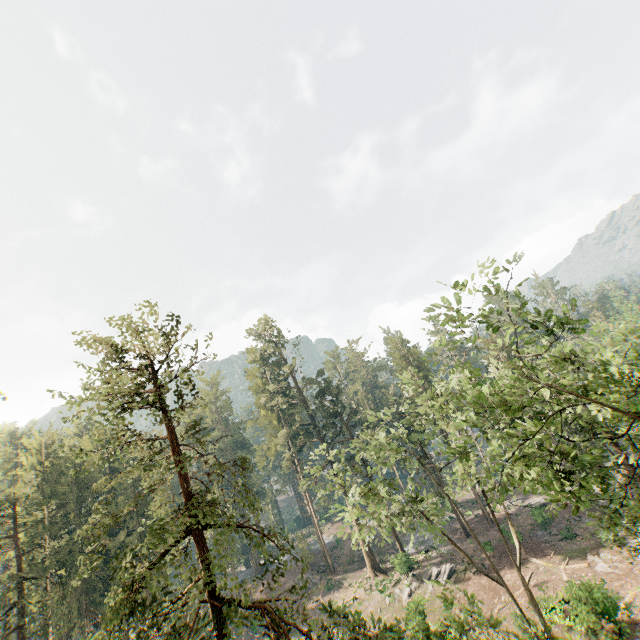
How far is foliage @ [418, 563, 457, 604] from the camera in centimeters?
1379cm

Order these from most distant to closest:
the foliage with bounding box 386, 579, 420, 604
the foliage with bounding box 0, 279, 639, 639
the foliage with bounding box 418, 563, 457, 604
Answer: the foliage with bounding box 386, 579, 420, 604 → the foliage with bounding box 418, 563, 457, 604 → the foliage with bounding box 0, 279, 639, 639

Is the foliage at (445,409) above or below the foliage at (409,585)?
above

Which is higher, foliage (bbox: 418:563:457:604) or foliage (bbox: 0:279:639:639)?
foliage (bbox: 0:279:639:639)

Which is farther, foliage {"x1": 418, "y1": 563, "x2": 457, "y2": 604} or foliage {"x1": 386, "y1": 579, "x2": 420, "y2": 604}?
foliage {"x1": 386, "y1": 579, "x2": 420, "y2": 604}

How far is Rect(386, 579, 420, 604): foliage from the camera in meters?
34.0 m

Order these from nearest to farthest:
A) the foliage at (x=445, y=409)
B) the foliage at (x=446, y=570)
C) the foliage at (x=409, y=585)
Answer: the foliage at (x=445, y=409) → the foliage at (x=446, y=570) → the foliage at (x=409, y=585)

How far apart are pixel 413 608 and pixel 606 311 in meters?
57.5
